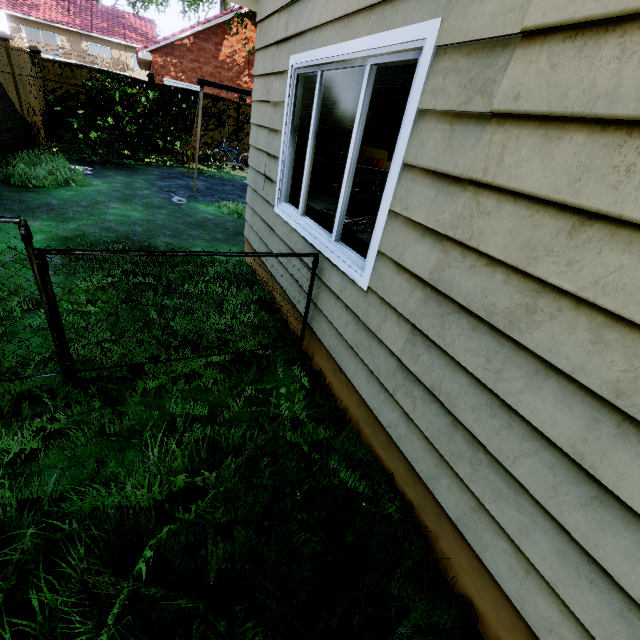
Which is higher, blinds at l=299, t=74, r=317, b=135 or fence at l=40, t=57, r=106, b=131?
blinds at l=299, t=74, r=317, b=135

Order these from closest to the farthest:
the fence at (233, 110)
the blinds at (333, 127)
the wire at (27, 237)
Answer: the wire at (27, 237) < the blinds at (333, 127) < the fence at (233, 110)

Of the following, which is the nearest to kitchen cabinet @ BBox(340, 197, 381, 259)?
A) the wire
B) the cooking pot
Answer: the cooking pot

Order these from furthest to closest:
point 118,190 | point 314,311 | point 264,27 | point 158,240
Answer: point 118,190, point 158,240, point 264,27, point 314,311

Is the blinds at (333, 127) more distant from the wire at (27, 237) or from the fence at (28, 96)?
the wire at (27, 237)

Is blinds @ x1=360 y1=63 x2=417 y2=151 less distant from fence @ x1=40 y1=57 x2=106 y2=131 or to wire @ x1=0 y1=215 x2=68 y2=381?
fence @ x1=40 y1=57 x2=106 y2=131

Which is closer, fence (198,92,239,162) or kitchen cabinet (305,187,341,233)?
kitchen cabinet (305,187,341,233)

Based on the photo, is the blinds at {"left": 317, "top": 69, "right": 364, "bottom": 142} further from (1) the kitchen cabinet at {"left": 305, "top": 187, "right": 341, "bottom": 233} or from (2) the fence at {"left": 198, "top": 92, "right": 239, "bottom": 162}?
(2) the fence at {"left": 198, "top": 92, "right": 239, "bottom": 162}
